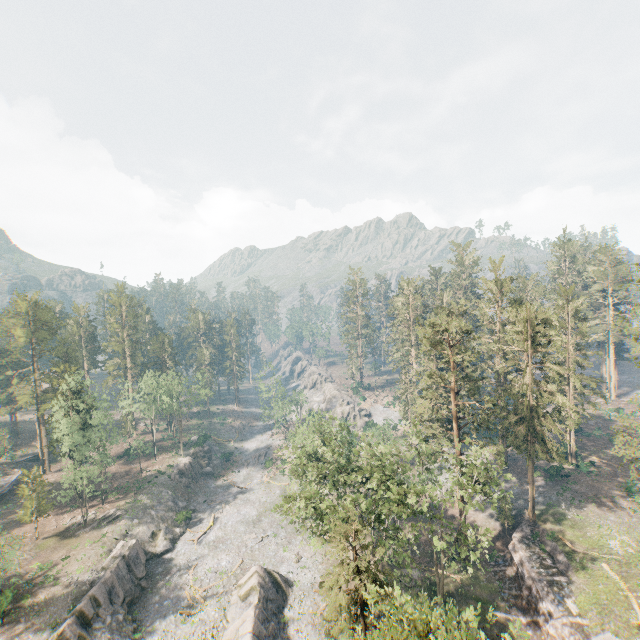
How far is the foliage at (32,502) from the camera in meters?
44.2

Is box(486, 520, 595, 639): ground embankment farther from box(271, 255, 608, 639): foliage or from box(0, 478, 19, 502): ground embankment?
box(0, 478, 19, 502): ground embankment

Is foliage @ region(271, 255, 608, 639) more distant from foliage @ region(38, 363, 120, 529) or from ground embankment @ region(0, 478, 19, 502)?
ground embankment @ region(0, 478, 19, 502)

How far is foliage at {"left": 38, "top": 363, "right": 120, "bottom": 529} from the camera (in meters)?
47.56

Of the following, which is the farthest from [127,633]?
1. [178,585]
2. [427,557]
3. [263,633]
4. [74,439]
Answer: [427,557]

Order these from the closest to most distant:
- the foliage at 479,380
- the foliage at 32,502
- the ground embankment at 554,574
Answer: the foliage at 479,380, the ground embankment at 554,574, the foliage at 32,502

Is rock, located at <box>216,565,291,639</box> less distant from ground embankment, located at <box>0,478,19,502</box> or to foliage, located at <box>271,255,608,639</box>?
foliage, located at <box>271,255,608,639</box>

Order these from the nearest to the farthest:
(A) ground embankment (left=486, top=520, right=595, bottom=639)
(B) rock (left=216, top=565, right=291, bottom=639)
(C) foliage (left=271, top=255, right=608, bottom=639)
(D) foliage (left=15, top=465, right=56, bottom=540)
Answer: (C) foliage (left=271, top=255, right=608, bottom=639)
(A) ground embankment (left=486, top=520, right=595, bottom=639)
(B) rock (left=216, top=565, right=291, bottom=639)
(D) foliage (left=15, top=465, right=56, bottom=540)
